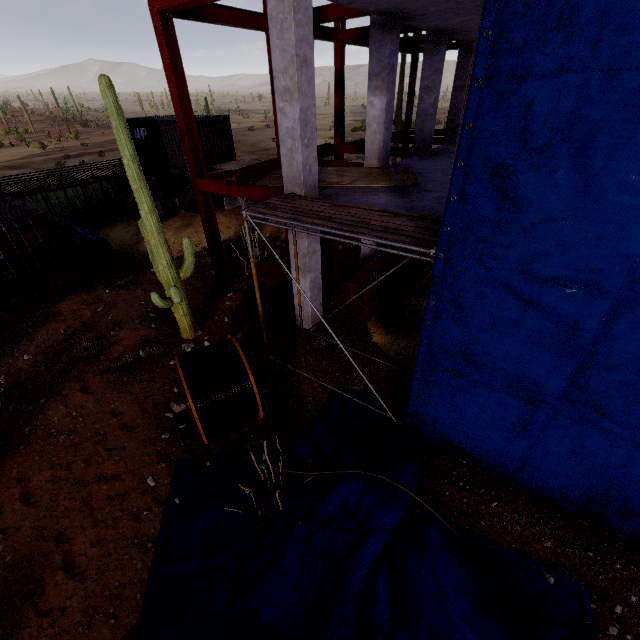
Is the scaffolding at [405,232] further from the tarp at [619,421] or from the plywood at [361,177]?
the plywood at [361,177]

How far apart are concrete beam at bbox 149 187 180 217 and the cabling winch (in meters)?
14.59

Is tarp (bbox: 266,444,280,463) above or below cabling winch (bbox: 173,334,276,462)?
below

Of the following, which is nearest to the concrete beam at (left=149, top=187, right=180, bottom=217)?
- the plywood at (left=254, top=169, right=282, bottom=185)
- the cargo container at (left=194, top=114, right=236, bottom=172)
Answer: the cargo container at (left=194, top=114, right=236, bottom=172)

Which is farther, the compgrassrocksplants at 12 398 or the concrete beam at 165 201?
the concrete beam at 165 201

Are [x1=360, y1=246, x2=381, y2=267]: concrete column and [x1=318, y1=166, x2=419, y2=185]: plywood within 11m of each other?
yes

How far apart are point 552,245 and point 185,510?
6.85m

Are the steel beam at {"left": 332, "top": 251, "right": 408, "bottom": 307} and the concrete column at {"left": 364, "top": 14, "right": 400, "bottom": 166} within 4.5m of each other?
yes
